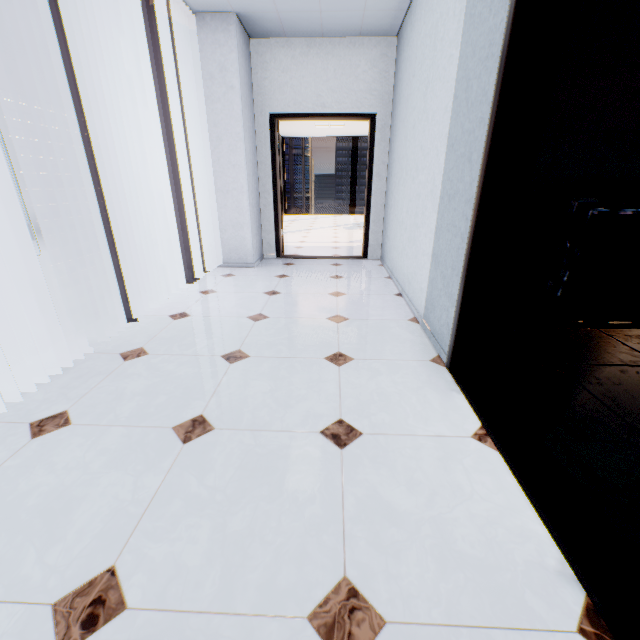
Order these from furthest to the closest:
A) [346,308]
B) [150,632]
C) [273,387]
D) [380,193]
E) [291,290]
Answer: [380,193], [291,290], [346,308], [273,387], [150,632]

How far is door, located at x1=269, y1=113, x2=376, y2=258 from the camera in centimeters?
467cm

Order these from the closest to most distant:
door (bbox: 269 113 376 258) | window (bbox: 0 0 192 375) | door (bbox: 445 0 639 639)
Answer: door (bbox: 445 0 639 639), window (bbox: 0 0 192 375), door (bbox: 269 113 376 258)

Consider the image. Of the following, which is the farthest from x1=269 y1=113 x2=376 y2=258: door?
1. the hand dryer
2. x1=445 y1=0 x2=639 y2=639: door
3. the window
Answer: x1=445 y1=0 x2=639 y2=639: door

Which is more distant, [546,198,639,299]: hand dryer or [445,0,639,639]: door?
[546,198,639,299]: hand dryer

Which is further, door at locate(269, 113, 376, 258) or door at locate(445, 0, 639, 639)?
door at locate(269, 113, 376, 258)

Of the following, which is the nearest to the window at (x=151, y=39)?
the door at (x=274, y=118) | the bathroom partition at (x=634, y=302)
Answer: the door at (x=274, y=118)

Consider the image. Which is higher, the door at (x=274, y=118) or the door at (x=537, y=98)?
the door at (x=274, y=118)
